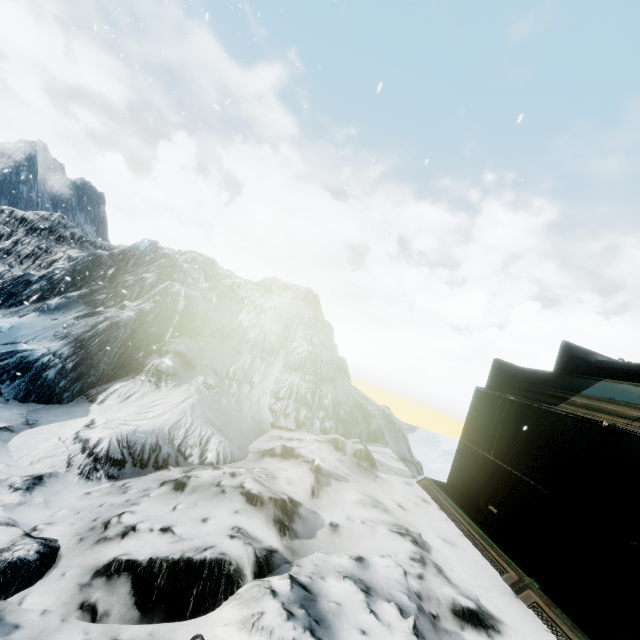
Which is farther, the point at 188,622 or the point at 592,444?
the point at 592,444
